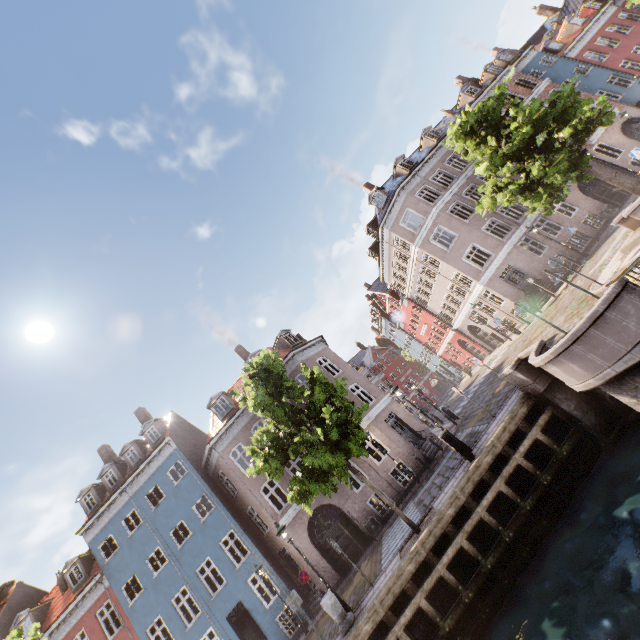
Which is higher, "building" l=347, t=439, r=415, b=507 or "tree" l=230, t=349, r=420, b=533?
"tree" l=230, t=349, r=420, b=533

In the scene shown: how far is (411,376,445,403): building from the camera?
57.6 meters

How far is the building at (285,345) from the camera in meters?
19.2

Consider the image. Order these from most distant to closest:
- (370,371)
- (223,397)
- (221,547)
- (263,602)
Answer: (370,371) < (223,397) < (221,547) < (263,602)

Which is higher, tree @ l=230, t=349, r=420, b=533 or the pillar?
tree @ l=230, t=349, r=420, b=533

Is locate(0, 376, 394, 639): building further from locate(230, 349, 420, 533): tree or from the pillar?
the pillar

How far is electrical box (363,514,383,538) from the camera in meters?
17.4 m

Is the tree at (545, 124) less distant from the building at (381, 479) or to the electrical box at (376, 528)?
the building at (381, 479)
